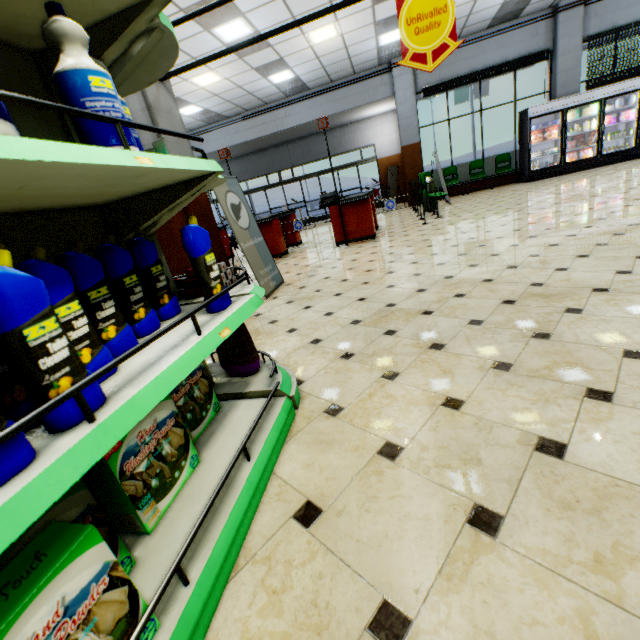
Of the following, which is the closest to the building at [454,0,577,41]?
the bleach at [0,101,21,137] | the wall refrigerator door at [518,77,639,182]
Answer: the wall refrigerator door at [518,77,639,182]

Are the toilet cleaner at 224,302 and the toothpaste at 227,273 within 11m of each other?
yes

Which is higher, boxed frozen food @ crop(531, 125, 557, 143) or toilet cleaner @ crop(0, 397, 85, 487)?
boxed frozen food @ crop(531, 125, 557, 143)

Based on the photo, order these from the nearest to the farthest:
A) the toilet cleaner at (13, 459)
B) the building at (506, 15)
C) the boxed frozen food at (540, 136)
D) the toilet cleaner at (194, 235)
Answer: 1. the toilet cleaner at (13, 459)
2. the toilet cleaner at (194, 235)
3. the building at (506, 15)
4. the boxed frozen food at (540, 136)

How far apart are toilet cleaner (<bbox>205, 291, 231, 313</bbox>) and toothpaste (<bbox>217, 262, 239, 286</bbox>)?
0.4 meters

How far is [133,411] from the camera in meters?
0.8

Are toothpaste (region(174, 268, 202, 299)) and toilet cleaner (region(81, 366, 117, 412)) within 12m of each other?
yes

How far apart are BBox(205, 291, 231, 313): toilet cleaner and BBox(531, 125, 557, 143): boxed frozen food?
13.36m
